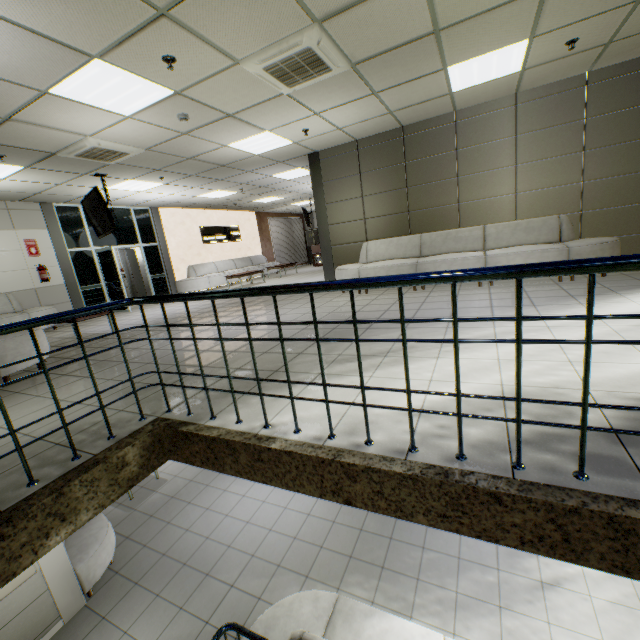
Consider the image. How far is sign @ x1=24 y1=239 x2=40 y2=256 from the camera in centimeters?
827cm

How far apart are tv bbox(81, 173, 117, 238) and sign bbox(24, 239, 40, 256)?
2.3 meters

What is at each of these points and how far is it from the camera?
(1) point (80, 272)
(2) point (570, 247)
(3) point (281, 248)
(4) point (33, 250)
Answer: (1) doorway, 9.4 meters
(2) sofa, 5.3 meters
(3) blinds, 18.5 meters
(4) sign, 8.4 meters

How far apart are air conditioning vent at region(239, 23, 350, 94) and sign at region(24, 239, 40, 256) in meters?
8.1

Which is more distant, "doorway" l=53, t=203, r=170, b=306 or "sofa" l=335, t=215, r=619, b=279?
"doorway" l=53, t=203, r=170, b=306

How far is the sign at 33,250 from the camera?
8.3 meters

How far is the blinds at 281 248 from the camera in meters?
18.0 m

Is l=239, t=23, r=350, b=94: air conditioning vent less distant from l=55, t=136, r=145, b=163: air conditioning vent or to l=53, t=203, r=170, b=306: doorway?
l=55, t=136, r=145, b=163: air conditioning vent
